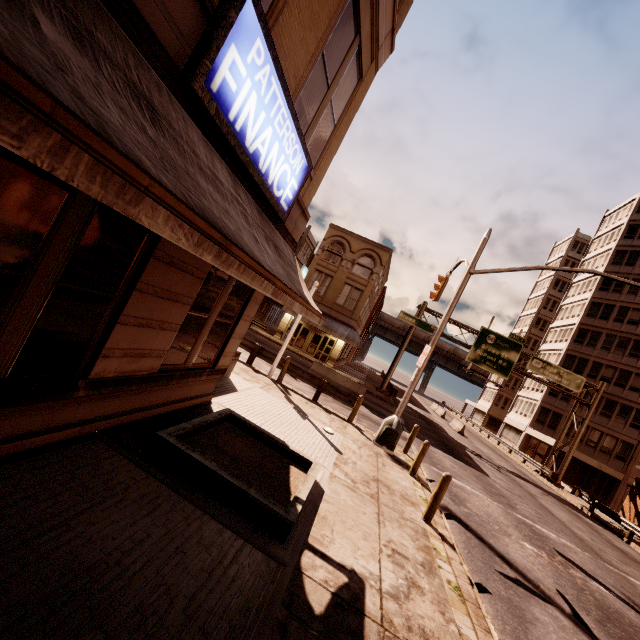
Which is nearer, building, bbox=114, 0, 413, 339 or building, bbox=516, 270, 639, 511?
building, bbox=114, 0, 413, 339

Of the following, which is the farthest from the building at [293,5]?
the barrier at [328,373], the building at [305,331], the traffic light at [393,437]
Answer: the building at [305,331]

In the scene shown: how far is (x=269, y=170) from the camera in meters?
5.4 m

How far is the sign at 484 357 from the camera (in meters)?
28.80

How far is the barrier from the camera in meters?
21.3 m

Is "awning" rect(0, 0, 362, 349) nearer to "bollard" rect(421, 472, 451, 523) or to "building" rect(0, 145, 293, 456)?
"building" rect(0, 145, 293, 456)

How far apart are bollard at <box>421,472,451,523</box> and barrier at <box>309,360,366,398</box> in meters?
13.3 m

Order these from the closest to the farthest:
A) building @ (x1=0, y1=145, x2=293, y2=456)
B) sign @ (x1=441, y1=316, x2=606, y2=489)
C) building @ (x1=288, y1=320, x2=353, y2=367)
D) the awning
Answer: the awning, building @ (x1=0, y1=145, x2=293, y2=456), sign @ (x1=441, y1=316, x2=606, y2=489), building @ (x1=288, y1=320, x2=353, y2=367)
